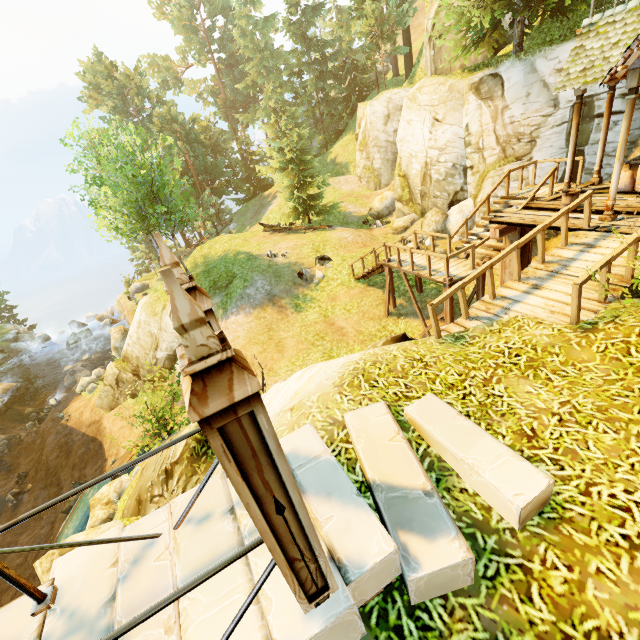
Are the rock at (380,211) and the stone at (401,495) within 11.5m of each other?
no

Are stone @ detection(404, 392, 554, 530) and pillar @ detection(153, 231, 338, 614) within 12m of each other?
yes

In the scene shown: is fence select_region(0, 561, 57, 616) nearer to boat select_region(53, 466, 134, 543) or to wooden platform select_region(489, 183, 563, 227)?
wooden platform select_region(489, 183, 563, 227)

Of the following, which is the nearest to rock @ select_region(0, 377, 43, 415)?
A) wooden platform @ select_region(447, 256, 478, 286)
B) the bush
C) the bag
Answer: the bush

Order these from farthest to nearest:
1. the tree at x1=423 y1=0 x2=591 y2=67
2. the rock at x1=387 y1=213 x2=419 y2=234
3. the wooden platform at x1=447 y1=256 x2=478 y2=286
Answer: the rock at x1=387 y1=213 x2=419 y2=234 → the tree at x1=423 y1=0 x2=591 y2=67 → the wooden platform at x1=447 y1=256 x2=478 y2=286

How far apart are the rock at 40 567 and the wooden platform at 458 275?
11.97m

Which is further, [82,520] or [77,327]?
[77,327]

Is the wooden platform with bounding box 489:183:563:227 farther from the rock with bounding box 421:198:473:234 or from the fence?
the fence
